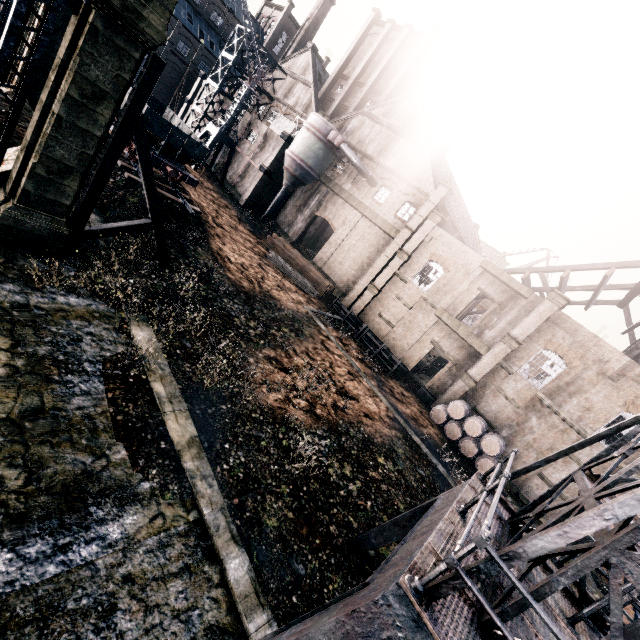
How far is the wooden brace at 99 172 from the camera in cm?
1247

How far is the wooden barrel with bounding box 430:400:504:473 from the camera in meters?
23.2 m

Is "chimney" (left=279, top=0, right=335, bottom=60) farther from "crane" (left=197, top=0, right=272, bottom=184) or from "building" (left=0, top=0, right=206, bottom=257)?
"crane" (left=197, top=0, right=272, bottom=184)

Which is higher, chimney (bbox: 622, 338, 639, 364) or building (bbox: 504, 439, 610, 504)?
chimney (bbox: 622, 338, 639, 364)

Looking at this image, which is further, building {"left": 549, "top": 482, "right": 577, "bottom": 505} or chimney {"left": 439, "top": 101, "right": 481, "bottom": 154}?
chimney {"left": 439, "top": 101, "right": 481, "bottom": 154}

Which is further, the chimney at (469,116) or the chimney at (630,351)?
the chimney at (469,116)

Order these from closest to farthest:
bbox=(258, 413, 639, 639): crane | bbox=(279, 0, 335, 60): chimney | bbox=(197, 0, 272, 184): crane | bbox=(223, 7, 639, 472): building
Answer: bbox=(258, 413, 639, 639): crane → bbox=(223, 7, 639, 472): building → bbox=(197, 0, 272, 184): crane → bbox=(279, 0, 335, 60): chimney

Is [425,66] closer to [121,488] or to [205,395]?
[205,395]
